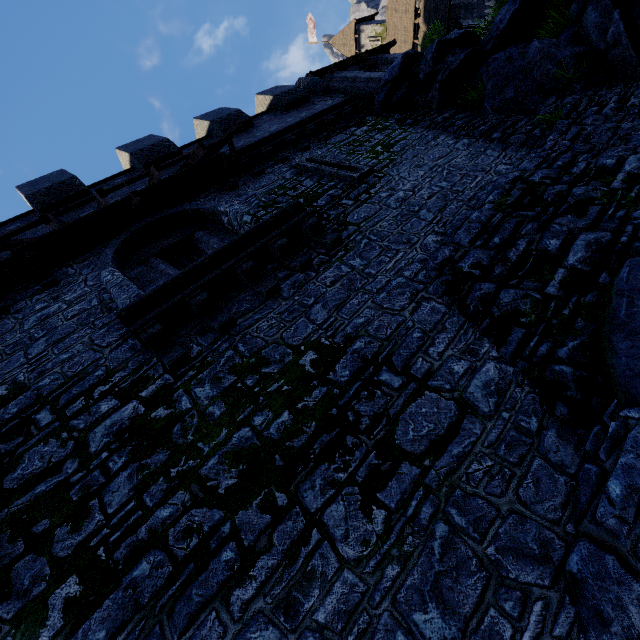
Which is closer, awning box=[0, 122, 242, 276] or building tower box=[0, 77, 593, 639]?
building tower box=[0, 77, 593, 639]

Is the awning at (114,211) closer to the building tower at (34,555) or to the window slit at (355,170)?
the building tower at (34,555)

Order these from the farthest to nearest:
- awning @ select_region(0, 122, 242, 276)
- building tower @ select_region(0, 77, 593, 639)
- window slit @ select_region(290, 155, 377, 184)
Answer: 1. window slit @ select_region(290, 155, 377, 184)
2. awning @ select_region(0, 122, 242, 276)
3. building tower @ select_region(0, 77, 593, 639)

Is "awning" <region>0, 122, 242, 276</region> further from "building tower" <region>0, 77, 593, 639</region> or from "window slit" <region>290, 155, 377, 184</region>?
"window slit" <region>290, 155, 377, 184</region>

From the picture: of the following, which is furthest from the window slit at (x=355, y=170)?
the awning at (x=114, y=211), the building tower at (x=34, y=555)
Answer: the awning at (x=114, y=211)

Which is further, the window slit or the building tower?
the window slit

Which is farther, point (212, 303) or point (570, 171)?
point (570, 171)

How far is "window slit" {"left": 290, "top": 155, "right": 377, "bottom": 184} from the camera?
8.41m
